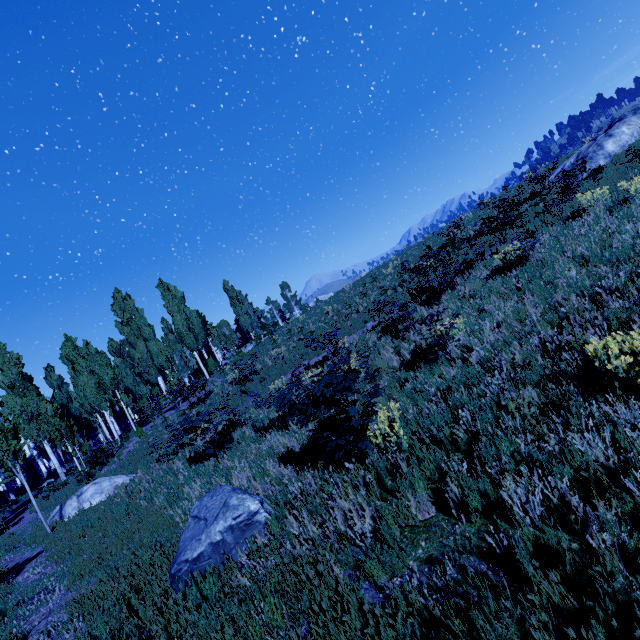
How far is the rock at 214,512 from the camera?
4.34m

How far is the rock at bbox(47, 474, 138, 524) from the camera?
12.2 meters

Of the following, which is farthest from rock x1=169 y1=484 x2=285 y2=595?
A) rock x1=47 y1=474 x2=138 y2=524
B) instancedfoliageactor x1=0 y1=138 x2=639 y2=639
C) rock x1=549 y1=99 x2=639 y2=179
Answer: rock x1=549 y1=99 x2=639 y2=179

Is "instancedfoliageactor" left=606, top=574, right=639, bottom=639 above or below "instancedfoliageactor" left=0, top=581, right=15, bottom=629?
below

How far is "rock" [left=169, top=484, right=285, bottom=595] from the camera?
4.3 meters

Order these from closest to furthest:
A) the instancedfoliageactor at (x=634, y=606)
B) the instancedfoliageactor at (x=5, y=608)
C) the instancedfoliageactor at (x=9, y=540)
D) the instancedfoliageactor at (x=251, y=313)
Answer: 1. the instancedfoliageactor at (x=634, y=606)
2. the instancedfoliageactor at (x=251, y=313)
3. the instancedfoliageactor at (x=5, y=608)
4. the instancedfoliageactor at (x=9, y=540)

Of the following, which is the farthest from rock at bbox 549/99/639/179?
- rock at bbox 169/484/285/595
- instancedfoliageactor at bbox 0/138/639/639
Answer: rock at bbox 169/484/285/595

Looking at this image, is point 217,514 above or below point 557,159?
below
